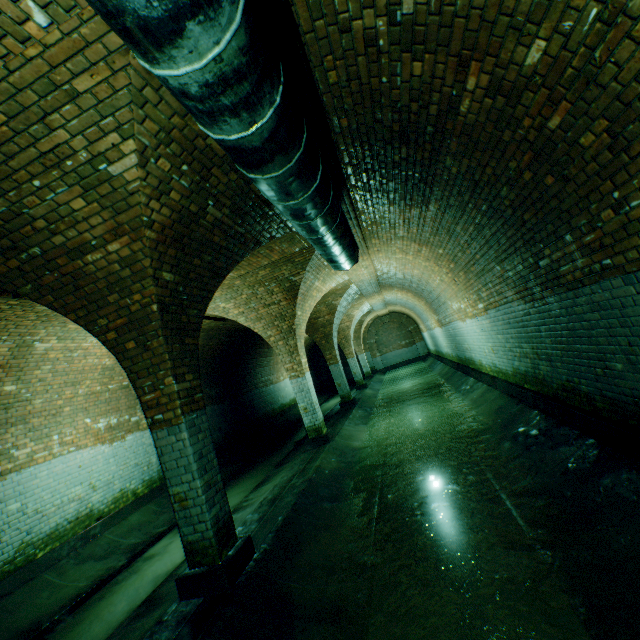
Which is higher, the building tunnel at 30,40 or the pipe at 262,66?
the building tunnel at 30,40

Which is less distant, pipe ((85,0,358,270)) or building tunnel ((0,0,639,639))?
pipe ((85,0,358,270))

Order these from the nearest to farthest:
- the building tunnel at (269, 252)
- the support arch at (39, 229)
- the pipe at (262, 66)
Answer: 1. the pipe at (262, 66)
2. the support arch at (39, 229)
3. the building tunnel at (269, 252)

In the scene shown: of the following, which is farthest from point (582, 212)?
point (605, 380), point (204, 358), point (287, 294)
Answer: point (204, 358)

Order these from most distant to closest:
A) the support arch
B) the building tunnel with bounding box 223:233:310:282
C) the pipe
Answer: the building tunnel with bounding box 223:233:310:282
the support arch
the pipe

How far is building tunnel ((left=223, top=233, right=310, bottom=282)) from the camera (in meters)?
6.19

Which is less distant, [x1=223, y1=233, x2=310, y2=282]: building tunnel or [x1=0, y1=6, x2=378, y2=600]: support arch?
[x1=0, y1=6, x2=378, y2=600]: support arch

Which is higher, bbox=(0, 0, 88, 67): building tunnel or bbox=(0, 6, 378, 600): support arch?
bbox=(0, 0, 88, 67): building tunnel
